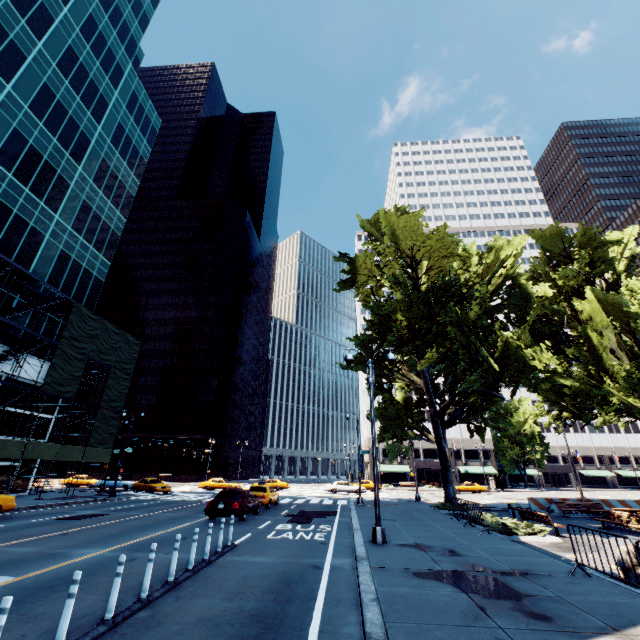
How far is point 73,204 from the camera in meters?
33.2 m

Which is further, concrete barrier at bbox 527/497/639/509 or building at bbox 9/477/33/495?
building at bbox 9/477/33/495

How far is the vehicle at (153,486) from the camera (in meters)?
33.69

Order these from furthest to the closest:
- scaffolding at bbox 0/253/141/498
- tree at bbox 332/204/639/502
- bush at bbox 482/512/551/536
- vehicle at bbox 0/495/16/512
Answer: scaffolding at bbox 0/253/141/498, tree at bbox 332/204/639/502, vehicle at bbox 0/495/16/512, bush at bbox 482/512/551/536

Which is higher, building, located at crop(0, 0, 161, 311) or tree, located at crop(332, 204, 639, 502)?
building, located at crop(0, 0, 161, 311)

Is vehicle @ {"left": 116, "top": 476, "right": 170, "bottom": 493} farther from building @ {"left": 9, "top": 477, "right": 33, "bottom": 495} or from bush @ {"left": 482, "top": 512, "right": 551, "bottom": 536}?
bush @ {"left": 482, "top": 512, "right": 551, "bottom": 536}

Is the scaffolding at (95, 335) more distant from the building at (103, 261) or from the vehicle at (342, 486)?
the vehicle at (342, 486)

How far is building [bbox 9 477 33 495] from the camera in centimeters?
2681cm
